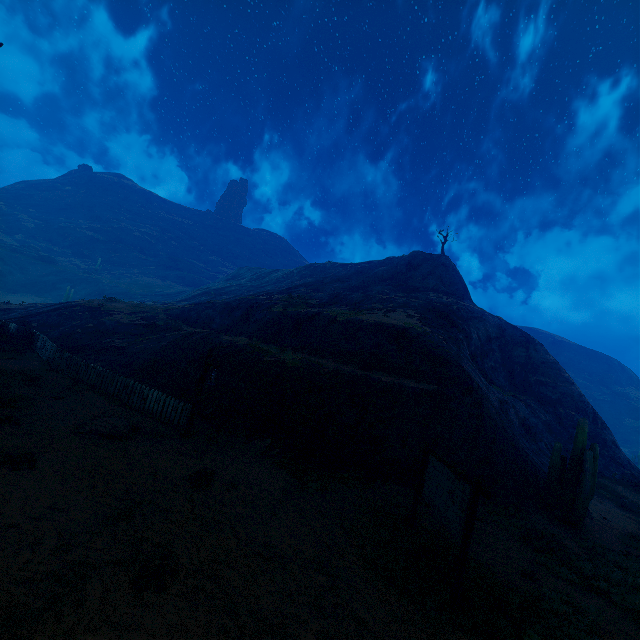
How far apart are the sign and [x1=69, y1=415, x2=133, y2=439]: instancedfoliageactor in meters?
8.5 m

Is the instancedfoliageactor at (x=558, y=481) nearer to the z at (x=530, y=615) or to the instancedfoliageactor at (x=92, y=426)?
the z at (x=530, y=615)

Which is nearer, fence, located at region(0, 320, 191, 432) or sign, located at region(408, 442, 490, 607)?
sign, located at region(408, 442, 490, 607)

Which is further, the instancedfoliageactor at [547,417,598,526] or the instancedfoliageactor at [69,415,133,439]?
the instancedfoliageactor at [547,417,598,526]

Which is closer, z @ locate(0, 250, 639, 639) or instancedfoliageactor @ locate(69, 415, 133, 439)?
z @ locate(0, 250, 639, 639)

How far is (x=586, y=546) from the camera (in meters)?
10.56

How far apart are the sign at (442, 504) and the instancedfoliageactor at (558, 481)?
7.42m

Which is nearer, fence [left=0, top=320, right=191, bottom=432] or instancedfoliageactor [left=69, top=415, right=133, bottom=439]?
instancedfoliageactor [left=69, top=415, right=133, bottom=439]
